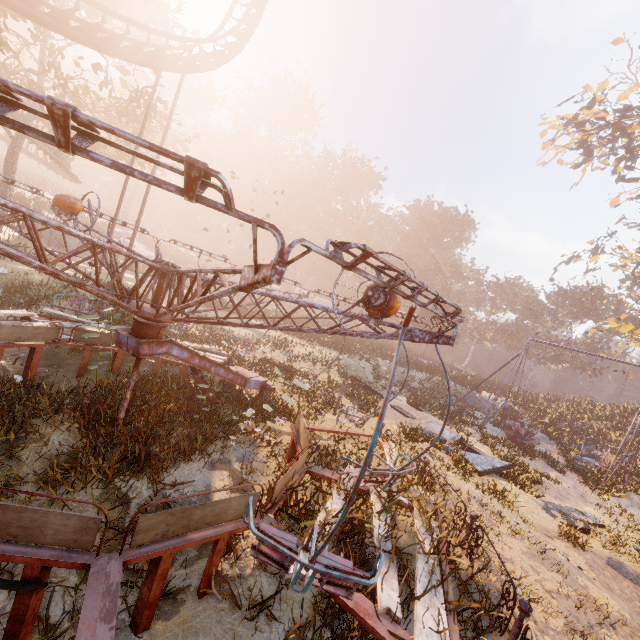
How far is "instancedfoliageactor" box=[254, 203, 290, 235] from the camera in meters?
56.5 m

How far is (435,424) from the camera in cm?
1605

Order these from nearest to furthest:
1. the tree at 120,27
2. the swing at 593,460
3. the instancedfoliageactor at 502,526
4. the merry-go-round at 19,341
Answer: the instancedfoliageactor at 502,526, the merry-go-round at 19,341, the swing at 593,460, the tree at 120,27

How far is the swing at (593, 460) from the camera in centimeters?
1662cm

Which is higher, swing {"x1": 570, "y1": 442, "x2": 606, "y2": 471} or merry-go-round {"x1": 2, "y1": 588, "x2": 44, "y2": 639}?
swing {"x1": 570, "y1": 442, "x2": 606, "y2": 471}

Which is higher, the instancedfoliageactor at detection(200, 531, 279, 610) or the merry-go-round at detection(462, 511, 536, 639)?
the merry-go-round at detection(462, 511, 536, 639)

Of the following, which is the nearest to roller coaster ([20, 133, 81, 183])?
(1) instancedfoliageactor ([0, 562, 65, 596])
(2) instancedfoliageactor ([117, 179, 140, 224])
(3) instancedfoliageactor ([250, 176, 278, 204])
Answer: (1) instancedfoliageactor ([0, 562, 65, 596])

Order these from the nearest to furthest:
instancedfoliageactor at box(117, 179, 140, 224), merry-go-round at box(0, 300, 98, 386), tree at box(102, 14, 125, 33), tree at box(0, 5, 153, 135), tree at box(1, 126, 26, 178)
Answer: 1. merry-go-round at box(0, 300, 98, 386)
2. tree at box(0, 5, 153, 135)
3. tree at box(102, 14, 125, 33)
4. tree at box(1, 126, 26, 178)
5. instancedfoliageactor at box(117, 179, 140, 224)
